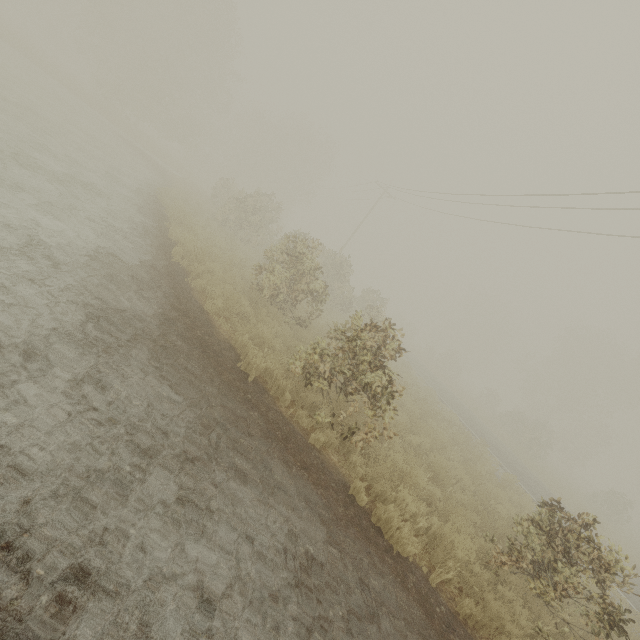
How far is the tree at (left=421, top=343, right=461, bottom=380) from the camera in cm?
4284

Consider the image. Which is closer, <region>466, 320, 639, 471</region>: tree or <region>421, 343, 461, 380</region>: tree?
<region>466, 320, 639, 471</region>: tree

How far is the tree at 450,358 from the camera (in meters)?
42.84

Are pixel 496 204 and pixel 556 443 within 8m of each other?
no

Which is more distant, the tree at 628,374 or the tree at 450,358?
the tree at 450,358
